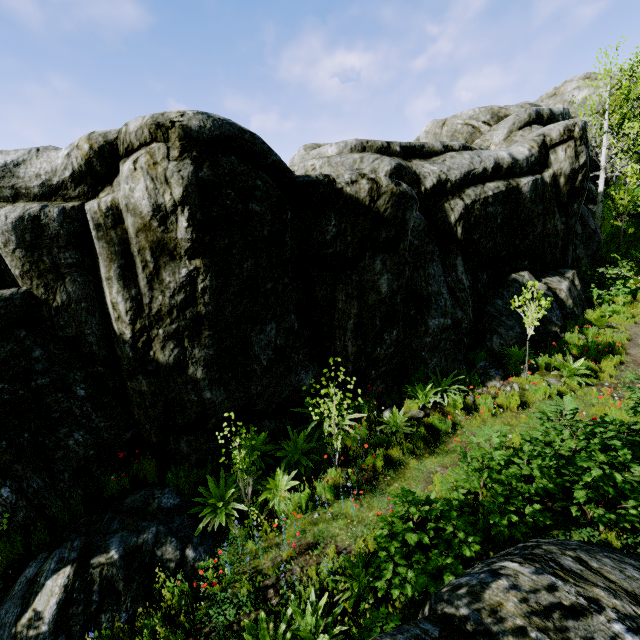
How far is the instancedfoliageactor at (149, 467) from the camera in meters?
7.0 m

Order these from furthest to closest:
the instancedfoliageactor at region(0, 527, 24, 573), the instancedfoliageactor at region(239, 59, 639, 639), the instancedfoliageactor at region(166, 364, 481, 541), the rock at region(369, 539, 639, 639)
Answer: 1. the instancedfoliageactor at region(166, 364, 481, 541)
2. the instancedfoliageactor at region(0, 527, 24, 573)
3. the instancedfoliageactor at region(239, 59, 639, 639)
4. the rock at region(369, 539, 639, 639)

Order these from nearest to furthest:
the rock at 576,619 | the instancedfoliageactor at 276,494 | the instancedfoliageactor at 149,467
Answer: the rock at 576,619 < the instancedfoliageactor at 276,494 < the instancedfoliageactor at 149,467

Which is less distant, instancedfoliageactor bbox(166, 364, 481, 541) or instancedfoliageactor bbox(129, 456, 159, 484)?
instancedfoliageactor bbox(166, 364, 481, 541)

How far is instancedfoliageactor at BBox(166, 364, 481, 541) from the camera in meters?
6.3

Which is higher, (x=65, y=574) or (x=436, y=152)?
(x=436, y=152)

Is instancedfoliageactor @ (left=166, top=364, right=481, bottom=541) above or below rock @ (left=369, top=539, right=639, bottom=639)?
below
